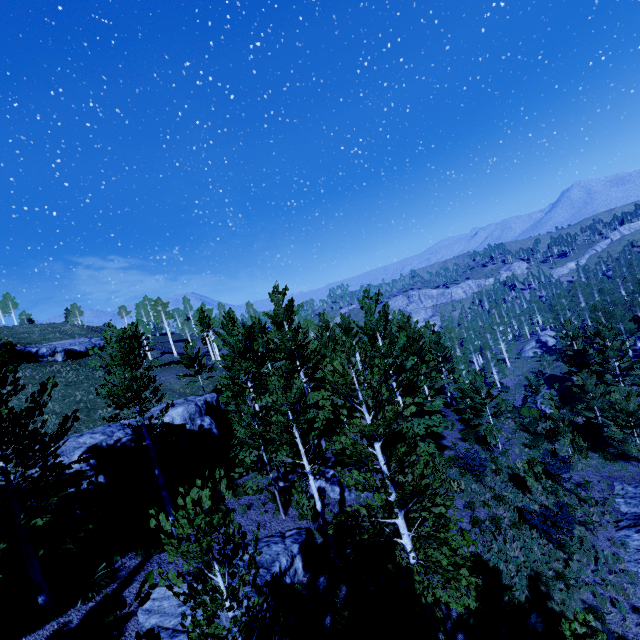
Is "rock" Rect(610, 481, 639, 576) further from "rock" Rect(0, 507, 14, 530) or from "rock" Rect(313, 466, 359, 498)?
"rock" Rect(0, 507, 14, 530)

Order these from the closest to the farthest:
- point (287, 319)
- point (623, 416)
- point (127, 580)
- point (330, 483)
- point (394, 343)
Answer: point (127, 580) < point (330, 483) < point (394, 343) < point (623, 416) < point (287, 319)

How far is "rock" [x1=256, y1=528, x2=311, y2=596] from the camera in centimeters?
1131cm

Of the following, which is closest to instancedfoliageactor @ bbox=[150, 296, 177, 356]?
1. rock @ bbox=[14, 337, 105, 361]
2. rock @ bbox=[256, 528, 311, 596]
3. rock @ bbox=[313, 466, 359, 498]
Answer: rock @ bbox=[256, 528, 311, 596]

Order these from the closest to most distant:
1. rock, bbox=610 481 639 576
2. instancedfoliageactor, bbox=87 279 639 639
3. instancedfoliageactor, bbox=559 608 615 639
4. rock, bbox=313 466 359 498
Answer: instancedfoliageactor, bbox=559 608 615 639
instancedfoliageactor, bbox=87 279 639 639
rock, bbox=610 481 639 576
rock, bbox=313 466 359 498

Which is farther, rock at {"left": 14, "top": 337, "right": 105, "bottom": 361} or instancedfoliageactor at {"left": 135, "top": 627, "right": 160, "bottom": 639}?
rock at {"left": 14, "top": 337, "right": 105, "bottom": 361}

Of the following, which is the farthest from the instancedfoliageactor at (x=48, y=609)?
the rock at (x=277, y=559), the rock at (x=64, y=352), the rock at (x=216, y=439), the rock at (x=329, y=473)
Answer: the rock at (x=64, y=352)

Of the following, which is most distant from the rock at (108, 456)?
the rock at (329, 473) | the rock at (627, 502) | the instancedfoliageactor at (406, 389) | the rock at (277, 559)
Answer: the rock at (627, 502)
